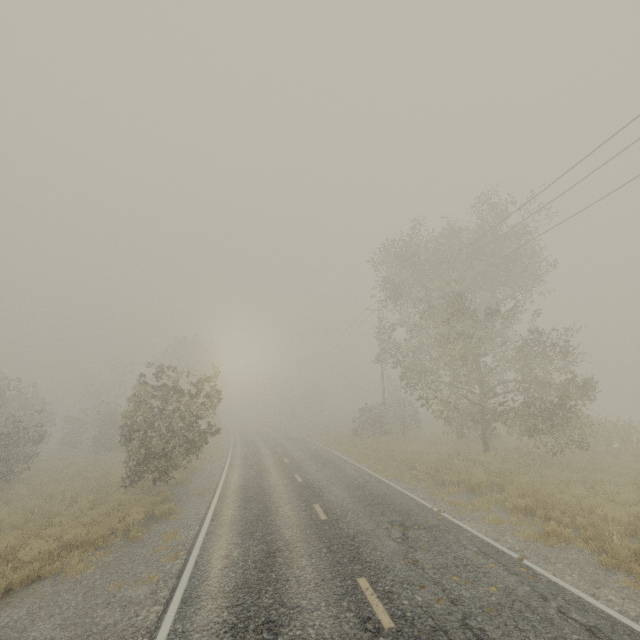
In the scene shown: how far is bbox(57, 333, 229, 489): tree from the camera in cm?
1416

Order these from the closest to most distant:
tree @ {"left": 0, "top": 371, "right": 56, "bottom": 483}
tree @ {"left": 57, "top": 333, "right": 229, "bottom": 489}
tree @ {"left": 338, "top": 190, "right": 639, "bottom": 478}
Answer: tree @ {"left": 57, "top": 333, "right": 229, "bottom": 489}
tree @ {"left": 338, "top": 190, "right": 639, "bottom": 478}
tree @ {"left": 0, "top": 371, "right": 56, "bottom": 483}

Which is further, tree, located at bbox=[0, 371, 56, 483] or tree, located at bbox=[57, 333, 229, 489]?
tree, located at bbox=[0, 371, 56, 483]

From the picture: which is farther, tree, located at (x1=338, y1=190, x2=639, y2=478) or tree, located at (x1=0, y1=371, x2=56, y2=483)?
tree, located at (x1=0, y1=371, x2=56, y2=483)

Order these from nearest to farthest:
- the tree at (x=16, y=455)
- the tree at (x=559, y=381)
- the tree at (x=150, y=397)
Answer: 1. the tree at (x=150, y=397)
2. the tree at (x=559, y=381)
3. the tree at (x=16, y=455)

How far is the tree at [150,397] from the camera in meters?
14.2

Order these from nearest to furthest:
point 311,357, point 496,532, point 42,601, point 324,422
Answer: point 42,601 < point 496,532 < point 324,422 < point 311,357
